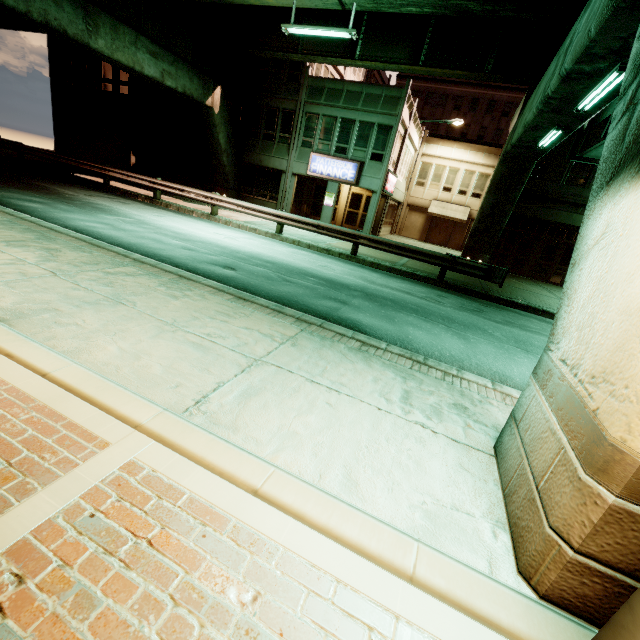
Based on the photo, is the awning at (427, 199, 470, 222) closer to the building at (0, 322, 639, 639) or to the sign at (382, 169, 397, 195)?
the sign at (382, 169, 397, 195)

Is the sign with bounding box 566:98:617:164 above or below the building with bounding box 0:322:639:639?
above

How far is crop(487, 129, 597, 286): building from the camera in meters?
18.3 m

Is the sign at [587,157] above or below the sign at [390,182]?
above

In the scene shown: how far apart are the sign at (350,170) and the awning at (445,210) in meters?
11.5

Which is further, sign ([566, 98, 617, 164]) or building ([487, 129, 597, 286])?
building ([487, 129, 597, 286])

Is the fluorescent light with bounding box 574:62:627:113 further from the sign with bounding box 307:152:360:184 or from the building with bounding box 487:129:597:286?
the sign with bounding box 307:152:360:184

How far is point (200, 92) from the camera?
18.7 meters
